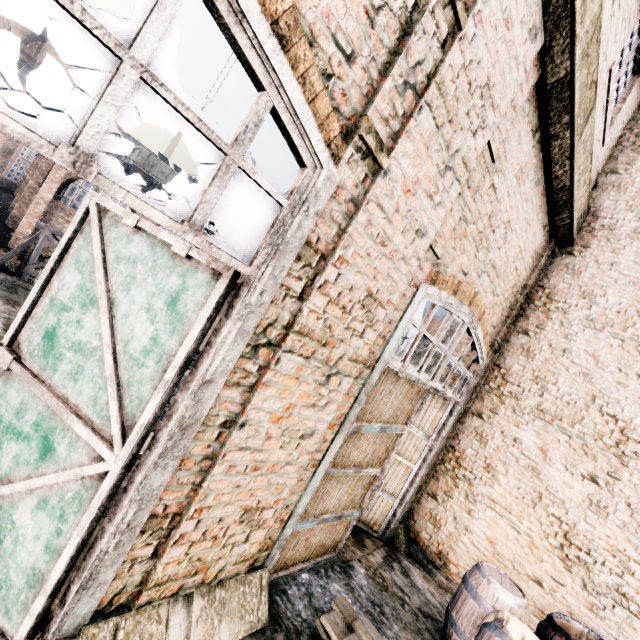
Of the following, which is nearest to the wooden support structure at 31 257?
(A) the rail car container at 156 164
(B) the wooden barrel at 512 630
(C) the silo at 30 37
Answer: (A) the rail car container at 156 164

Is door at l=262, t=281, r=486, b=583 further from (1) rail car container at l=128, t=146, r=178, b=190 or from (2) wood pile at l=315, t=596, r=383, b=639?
(1) rail car container at l=128, t=146, r=178, b=190

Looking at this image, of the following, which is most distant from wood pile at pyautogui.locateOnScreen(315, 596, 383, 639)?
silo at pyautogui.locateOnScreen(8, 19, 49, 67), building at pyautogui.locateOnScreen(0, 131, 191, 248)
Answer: silo at pyautogui.locateOnScreen(8, 19, 49, 67)

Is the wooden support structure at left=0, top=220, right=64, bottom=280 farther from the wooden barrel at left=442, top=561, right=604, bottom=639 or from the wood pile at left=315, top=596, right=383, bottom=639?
the wooden barrel at left=442, top=561, right=604, bottom=639

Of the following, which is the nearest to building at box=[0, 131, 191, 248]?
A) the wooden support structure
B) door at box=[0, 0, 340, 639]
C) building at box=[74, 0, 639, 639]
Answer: the wooden support structure

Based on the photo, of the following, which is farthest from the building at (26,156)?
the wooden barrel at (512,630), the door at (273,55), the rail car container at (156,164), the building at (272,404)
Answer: the wooden barrel at (512,630)

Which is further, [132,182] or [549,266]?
[549,266]

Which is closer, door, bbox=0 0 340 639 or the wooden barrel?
door, bbox=0 0 340 639
